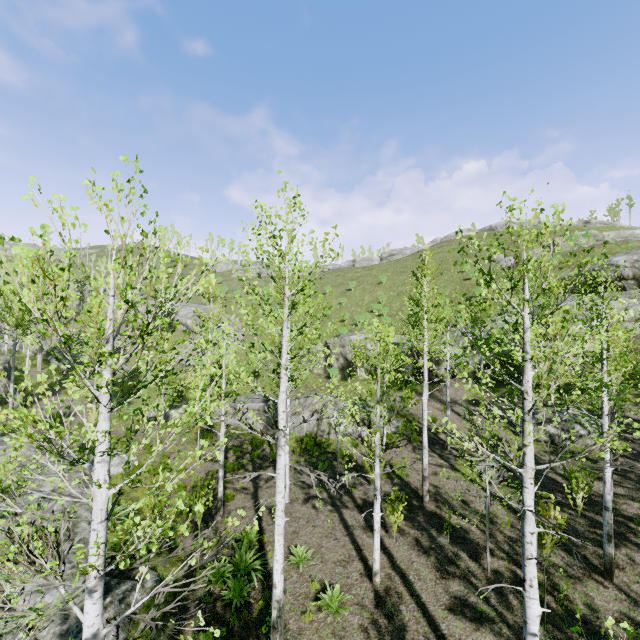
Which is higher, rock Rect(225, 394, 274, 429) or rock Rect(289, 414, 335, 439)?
rock Rect(225, 394, 274, 429)

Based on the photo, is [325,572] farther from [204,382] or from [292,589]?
[204,382]

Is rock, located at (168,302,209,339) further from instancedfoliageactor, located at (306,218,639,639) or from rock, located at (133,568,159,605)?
rock, located at (133,568,159,605)

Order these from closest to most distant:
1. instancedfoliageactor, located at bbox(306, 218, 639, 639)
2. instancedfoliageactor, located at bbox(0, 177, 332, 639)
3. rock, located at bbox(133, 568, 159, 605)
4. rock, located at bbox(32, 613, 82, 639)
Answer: instancedfoliageactor, located at bbox(0, 177, 332, 639)
instancedfoliageactor, located at bbox(306, 218, 639, 639)
rock, located at bbox(32, 613, 82, 639)
rock, located at bbox(133, 568, 159, 605)

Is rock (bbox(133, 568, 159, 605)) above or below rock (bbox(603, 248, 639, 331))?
below

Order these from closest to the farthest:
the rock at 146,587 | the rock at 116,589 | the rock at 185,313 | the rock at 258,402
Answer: the rock at 116,589
the rock at 146,587
the rock at 258,402
the rock at 185,313

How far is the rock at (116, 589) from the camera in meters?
8.1 m

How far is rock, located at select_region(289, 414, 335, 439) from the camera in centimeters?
2074cm
